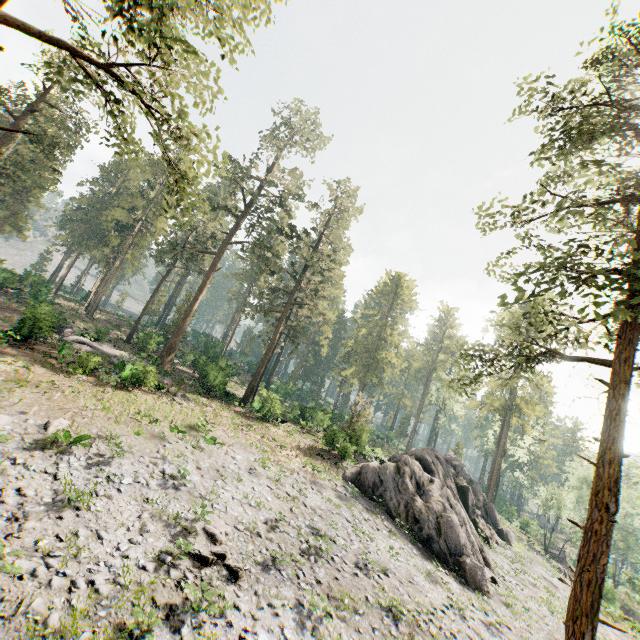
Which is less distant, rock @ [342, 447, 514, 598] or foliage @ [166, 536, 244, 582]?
foliage @ [166, 536, 244, 582]

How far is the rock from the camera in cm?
2044

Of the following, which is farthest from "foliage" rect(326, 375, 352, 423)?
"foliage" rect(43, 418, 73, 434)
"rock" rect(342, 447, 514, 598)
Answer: "foliage" rect(43, 418, 73, 434)

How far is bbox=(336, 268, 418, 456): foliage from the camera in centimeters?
3039cm

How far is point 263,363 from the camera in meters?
36.2

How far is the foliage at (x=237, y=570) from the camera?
11.23m

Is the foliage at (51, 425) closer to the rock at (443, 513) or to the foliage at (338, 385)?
the foliage at (338, 385)
